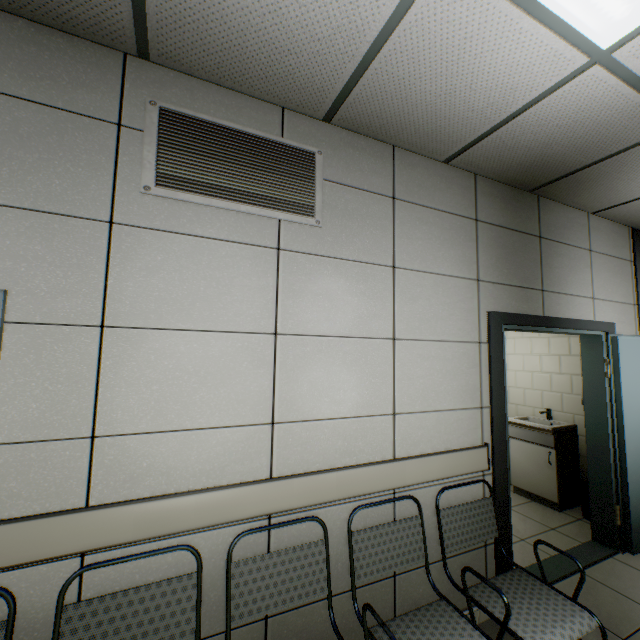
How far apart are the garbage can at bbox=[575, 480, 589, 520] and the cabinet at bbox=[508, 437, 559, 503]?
0.2m

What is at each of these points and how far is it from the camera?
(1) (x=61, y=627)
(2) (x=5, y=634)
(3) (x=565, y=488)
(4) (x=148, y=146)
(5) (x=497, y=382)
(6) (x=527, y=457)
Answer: (1) chair, 1.2 meters
(2) chair, 1.2 meters
(3) sink, 3.8 meters
(4) ventilation grill, 1.6 meters
(5) door, 2.5 meters
(6) cabinet, 4.1 meters

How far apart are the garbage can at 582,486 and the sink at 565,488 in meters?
0.1

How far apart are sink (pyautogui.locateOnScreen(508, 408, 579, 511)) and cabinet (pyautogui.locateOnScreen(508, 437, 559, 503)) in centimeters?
2cm

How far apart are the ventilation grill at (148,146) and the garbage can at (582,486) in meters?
4.3

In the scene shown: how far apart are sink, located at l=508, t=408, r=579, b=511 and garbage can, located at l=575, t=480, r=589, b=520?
0.1 meters

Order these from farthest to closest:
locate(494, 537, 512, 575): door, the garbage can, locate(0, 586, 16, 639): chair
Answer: the garbage can, locate(494, 537, 512, 575): door, locate(0, 586, 16, 639): chair

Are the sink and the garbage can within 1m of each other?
yes
